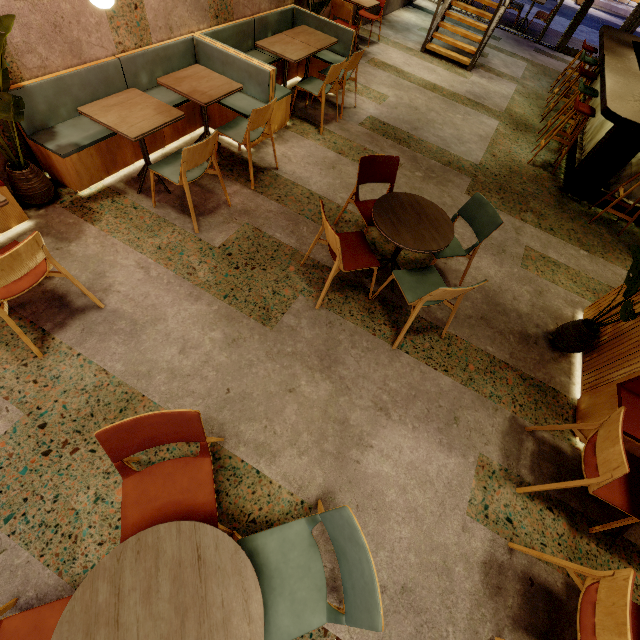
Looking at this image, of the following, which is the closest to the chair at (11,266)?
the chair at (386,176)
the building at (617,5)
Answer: the chair at (386,176)

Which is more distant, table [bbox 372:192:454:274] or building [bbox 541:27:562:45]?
building [bbox 541:27:562:45]

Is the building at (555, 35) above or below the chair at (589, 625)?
below

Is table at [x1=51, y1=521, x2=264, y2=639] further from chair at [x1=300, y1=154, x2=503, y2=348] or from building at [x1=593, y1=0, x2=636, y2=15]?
building at [x1=593, y1=0, x2=636, y2=15]

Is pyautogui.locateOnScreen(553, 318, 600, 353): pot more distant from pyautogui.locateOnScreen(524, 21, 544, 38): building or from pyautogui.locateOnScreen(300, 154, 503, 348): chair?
pyautogui.locateOnScreen(524, 21, 544, 38): building

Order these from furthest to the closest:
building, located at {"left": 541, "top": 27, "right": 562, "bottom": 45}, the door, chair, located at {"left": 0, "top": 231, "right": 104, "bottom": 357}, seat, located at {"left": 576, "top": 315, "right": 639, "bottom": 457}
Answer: building, located at {"left": 541, "top": 27, "right": 562, "bottom": 45}, the door, seat, located at {"left": 576, "top": 315, "right": 639, "bottom": 457}, chair, located at {"left": 0, "top": 231, "right": 104, "bottom": 357}

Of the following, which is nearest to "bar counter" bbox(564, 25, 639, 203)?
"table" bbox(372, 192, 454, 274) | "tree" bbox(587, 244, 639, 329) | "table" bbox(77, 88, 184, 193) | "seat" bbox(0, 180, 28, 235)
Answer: "tree" bbox(587, 244, 639, 329)

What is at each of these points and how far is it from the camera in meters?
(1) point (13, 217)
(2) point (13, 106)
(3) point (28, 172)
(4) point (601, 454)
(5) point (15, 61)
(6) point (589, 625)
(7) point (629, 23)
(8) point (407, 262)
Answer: (1) seat, 2.9 m
(2) tree, 2.4 m
(3) pot, 2.9 m
(4) chair, 2.1 m
(5) building, 2.8 m
(6) chair, 1.7 m
(7) door, 9.0 m
(8) building, 3.7 m
